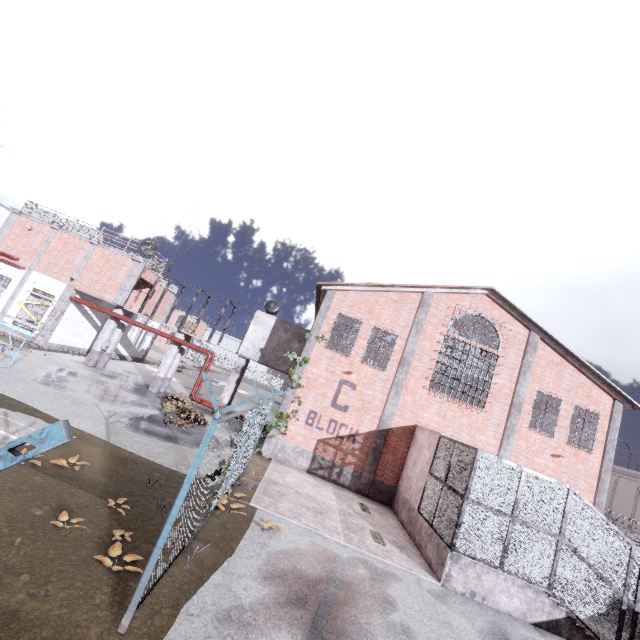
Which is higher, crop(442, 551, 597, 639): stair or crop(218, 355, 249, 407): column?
crop(218, 355, 249, 407): column

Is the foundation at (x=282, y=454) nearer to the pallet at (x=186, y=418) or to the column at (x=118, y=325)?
the pallet at (x=186, y=418)

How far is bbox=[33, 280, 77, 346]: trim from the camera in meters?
19.3 m

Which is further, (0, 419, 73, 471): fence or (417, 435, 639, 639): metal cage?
(417, 435, 639, 639): metal cage

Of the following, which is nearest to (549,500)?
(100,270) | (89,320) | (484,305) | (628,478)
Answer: (484,305)

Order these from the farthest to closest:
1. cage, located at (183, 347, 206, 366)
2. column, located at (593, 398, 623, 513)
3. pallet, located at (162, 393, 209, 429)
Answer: cage, located at (183, 347, 206, 366)
column, located at (593, 398, 623, 513)
pallet, located at (162, 393, 209, 429)

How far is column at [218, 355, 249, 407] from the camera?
19.7 meters

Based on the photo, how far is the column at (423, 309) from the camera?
15.4m
